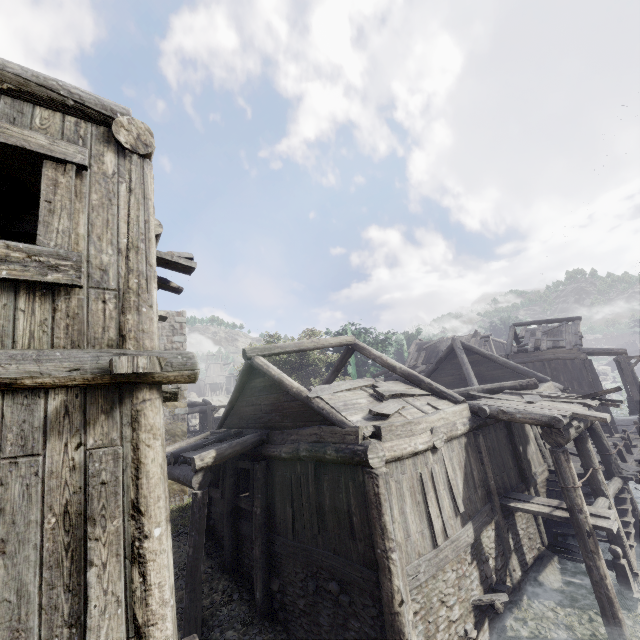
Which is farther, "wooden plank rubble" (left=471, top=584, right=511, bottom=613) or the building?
"wooden plank rubble" (left=471, top=584, right=511, bottom=613)

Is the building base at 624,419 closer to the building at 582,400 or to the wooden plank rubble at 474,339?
the building at 582,400

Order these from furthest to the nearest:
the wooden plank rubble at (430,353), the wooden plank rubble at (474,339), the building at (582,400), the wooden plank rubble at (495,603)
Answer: the wooden plank rubble at (430,353), the wooden plank rubble at (474,339), the wooden plank rubble at (495,603), the building at (582,400)

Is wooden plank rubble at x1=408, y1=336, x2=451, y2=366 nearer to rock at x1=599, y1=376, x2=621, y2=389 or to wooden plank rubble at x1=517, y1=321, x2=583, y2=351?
wooden plank rubble at x1=517, y1=321, x2=583, y2=351

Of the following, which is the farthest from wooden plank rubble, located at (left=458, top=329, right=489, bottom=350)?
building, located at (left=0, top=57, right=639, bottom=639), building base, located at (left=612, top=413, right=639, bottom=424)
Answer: building base, located at (left=612, top=413, right=639, bottom=424)

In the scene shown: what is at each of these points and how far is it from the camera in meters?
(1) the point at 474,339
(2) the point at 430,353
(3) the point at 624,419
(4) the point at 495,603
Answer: (1) wooden plank rubble, 30.9 m
(2) wooden plank rubble, 32.2 m
(3) building base, 26.3 m
(4) wooden plank rubble, 7.6 m

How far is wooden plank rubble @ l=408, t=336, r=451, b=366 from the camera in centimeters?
3145cm

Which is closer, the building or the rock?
the building
